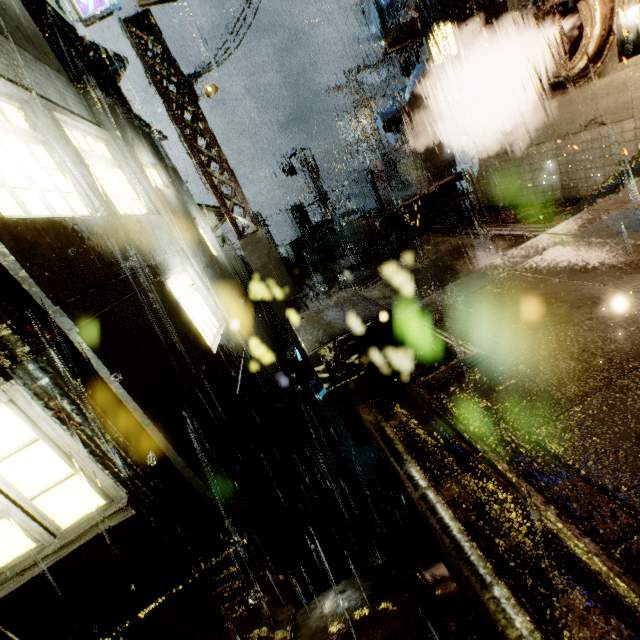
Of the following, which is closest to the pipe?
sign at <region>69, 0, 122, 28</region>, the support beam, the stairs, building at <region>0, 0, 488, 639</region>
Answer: building at <region>0, 0, 488, 639</region>

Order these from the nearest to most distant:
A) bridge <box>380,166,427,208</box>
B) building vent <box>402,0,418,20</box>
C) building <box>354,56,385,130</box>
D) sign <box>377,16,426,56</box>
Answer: sign <box>377,16,426,56</box>, building vent <box>402,0,418,20</box>, bridge <box>380,166,427,208</box>, building <box>354,56,385,130</box>

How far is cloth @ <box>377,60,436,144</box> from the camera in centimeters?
1256cm

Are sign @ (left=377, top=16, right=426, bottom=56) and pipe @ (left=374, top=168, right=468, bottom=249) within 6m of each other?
yes

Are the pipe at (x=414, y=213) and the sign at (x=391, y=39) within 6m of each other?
yes

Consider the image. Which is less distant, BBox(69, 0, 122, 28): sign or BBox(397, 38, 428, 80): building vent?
BBox(69, 0, 122, 28): sign

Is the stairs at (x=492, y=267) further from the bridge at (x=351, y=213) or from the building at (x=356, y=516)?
the bridge at (x=351, y=213)

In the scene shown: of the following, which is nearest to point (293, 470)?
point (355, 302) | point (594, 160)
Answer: point (355, 302)
